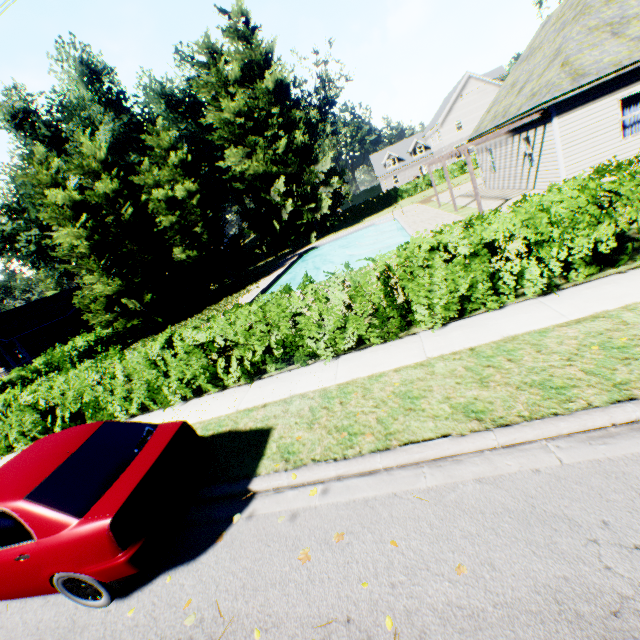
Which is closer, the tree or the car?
the car

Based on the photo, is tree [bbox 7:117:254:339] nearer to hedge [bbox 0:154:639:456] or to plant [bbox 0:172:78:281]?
hedge [bbox 0:154:639:456]

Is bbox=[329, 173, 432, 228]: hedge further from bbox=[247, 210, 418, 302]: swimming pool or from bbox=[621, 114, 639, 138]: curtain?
bbox=[621, 114, 639, 138]: curtain

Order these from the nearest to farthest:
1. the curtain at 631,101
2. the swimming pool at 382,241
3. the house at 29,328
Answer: the curtain at 631,101 → the swimming pool at 382,241 → the house at 29,328

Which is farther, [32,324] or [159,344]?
[32,324]

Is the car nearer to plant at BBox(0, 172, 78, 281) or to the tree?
the tree

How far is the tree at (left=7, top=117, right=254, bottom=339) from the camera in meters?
19.1 m

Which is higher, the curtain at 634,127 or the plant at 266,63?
the plant at 266,63
